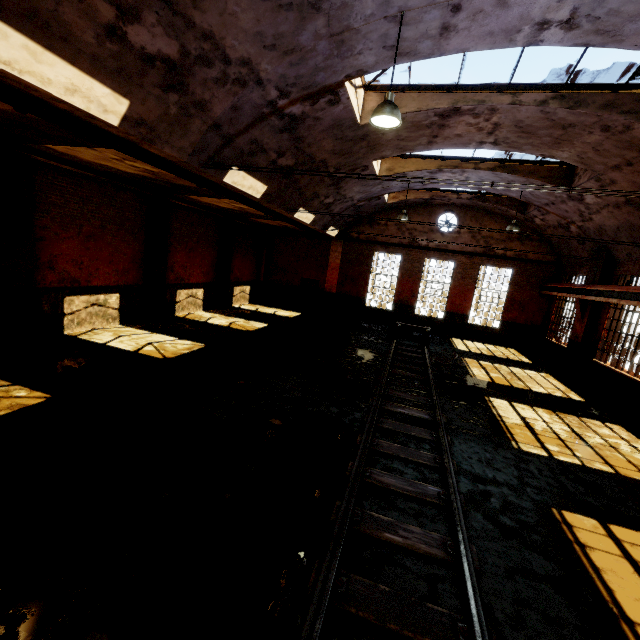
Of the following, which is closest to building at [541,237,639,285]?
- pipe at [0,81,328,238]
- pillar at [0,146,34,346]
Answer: pipe at [0,81,328,238]

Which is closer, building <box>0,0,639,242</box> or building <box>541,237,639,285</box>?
building <box>0,0,639,242</box>

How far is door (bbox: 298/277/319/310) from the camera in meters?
22.0

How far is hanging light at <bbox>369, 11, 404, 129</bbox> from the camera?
5.3m

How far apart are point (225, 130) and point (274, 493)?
7.0m

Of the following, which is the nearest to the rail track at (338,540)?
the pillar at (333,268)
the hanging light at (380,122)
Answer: the hanging light at (380,122)

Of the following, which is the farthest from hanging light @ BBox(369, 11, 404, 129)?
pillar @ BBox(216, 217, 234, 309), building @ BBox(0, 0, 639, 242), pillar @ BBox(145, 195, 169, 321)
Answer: pillar @ BBox(216, 217, 234, 309)

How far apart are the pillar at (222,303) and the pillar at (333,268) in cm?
636
